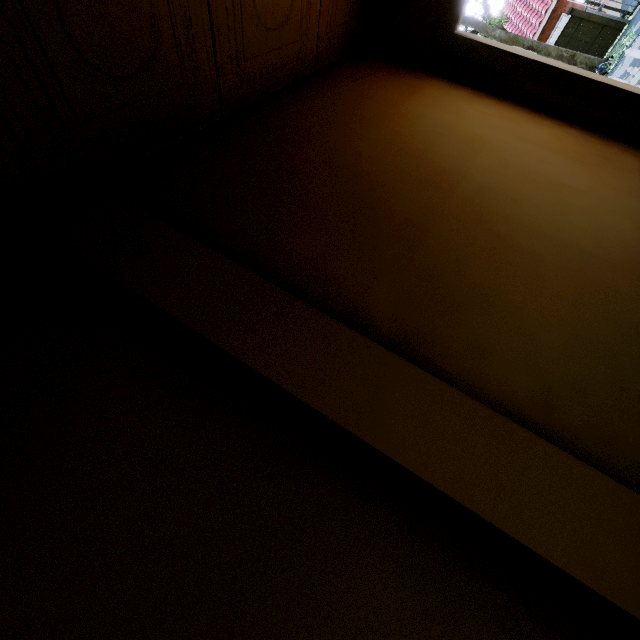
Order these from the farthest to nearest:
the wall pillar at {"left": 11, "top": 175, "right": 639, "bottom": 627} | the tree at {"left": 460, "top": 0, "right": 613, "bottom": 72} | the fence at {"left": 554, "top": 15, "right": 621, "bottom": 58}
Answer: the fence at {"left": 554, "top": 15, "right": 621, "bottom": 58} → the tree at {"left": 460, "top": 0, "right": 613, "bottom": 72} → the wall pillar at {"left": 11, "top": 175, "right": 639, "bottom": 627}

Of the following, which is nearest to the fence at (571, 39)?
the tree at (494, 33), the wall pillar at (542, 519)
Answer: the tree at (494, 33)

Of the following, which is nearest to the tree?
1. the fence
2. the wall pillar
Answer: the fence

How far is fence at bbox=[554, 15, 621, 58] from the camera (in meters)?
15.20

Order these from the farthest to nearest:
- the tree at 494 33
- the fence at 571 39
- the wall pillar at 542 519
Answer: the fence at 571 39 < the tree at 494 33 < the wall pillar at 542 519

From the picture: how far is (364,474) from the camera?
0.9 meters

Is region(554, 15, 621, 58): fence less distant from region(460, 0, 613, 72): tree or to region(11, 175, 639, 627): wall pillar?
region(460, 0, 613, 72): tree
